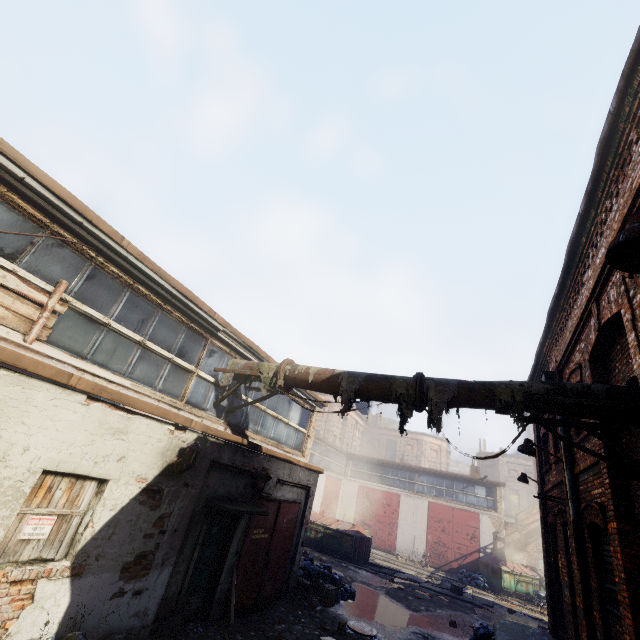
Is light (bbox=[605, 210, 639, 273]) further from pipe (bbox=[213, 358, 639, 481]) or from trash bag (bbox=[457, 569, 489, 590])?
trash bag (bbox=[457, 569, 489, 590])

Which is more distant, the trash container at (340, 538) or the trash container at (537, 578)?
the trash container at (537, 578)

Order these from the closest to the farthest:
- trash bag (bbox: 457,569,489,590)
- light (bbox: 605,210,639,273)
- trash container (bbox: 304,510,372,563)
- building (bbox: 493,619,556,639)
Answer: light (bbox: 605,210,639,273)
building (bbox: 493,619,556,639)
trash container (bbox: 304,510,372,563)
trash bag (bbox: 457,569,489,590)

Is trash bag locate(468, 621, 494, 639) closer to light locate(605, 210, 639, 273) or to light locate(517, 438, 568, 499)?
light locate(517, 438, 568, 499)

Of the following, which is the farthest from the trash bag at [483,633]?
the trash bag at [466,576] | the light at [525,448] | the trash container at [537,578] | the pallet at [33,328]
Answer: the pallet at [33,328]

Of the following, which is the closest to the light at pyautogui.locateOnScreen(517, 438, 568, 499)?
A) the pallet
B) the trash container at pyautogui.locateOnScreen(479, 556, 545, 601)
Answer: the pallet

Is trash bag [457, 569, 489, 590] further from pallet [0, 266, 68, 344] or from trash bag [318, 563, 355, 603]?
pallet [0, 266, 68, 344]

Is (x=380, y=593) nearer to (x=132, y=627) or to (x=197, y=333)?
(x=132, y=627)
